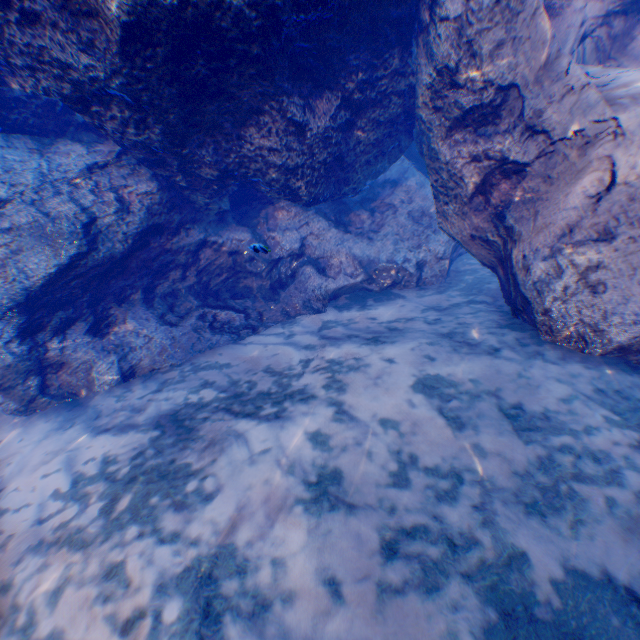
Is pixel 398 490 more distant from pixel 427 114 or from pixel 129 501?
pixel 427 114
